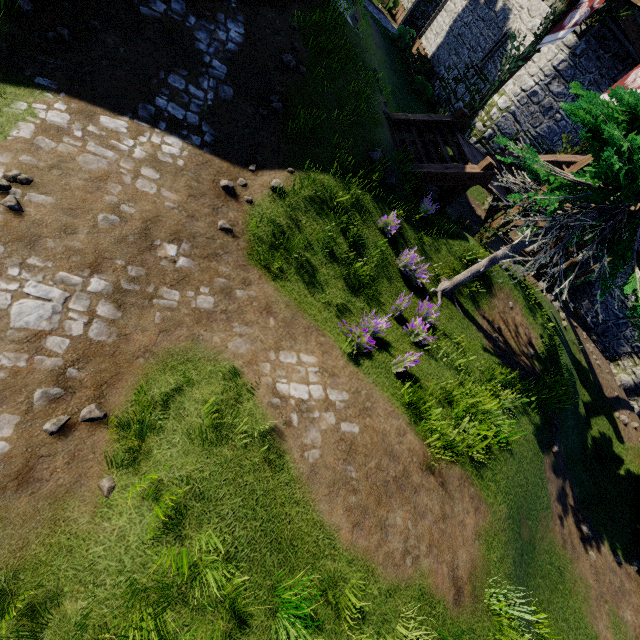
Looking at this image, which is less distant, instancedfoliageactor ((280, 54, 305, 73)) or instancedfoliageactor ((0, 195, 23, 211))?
instancedfoliageactor ((0, 195, 23, 211))

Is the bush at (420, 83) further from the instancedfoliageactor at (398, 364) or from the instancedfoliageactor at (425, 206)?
the instancedfoliageactor at (398, 364)

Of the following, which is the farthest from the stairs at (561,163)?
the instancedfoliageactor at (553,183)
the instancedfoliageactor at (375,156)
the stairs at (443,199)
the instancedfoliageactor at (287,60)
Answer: the instancedfoliageactor at (287,60)

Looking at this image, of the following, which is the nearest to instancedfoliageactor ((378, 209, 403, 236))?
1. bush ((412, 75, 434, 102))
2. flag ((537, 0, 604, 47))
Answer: flag ((537, 0, 604, 47))

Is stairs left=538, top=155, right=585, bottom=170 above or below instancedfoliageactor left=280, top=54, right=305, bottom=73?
above

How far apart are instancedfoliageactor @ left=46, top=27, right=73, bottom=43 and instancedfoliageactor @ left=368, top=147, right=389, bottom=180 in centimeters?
662cm

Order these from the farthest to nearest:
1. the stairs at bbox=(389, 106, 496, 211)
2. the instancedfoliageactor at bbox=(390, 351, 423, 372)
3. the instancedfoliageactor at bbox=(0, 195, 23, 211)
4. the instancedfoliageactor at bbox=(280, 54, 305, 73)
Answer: the stairs at bbox=(389, 106, 496, 211) < the instancedfoliageactor at bbox=(280, 54, 305, 73) < the instancedfoliageactor at bbox=(390, 351, 423, 372) < the instancedfoliageactor at bbox=(0, 195, 23, 211)

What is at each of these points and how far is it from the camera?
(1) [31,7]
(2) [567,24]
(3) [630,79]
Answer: (1) instancedfoliageactor, 5.62m
(2) flag, 10.14m
(3) flag, 8.36m
